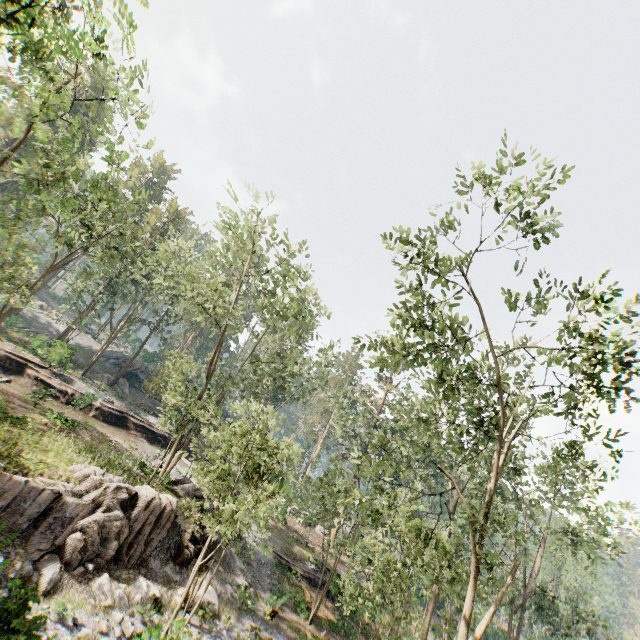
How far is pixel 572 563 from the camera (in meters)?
46.78

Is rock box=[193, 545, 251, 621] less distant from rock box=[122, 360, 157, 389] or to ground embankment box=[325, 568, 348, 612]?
ground embankment box=[325, 568, 348, 612]

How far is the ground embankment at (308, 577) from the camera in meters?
25.6 m

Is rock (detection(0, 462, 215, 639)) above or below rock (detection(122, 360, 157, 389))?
below

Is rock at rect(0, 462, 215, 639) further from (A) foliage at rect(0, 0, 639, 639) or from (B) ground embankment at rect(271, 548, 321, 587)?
(B) ground embankment at rect(271, 548, 321, 587)

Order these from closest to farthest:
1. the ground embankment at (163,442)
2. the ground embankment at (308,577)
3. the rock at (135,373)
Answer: the ground embankment at (308,577), the ground embankment at (163,442), the rock at (135,373)

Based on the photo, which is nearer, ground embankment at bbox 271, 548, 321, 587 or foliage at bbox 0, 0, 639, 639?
foliage at bbox 0, 0, 639, 639
